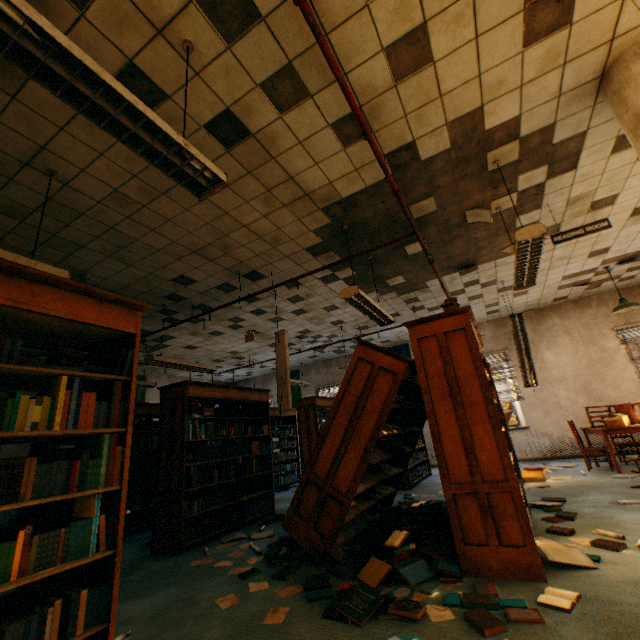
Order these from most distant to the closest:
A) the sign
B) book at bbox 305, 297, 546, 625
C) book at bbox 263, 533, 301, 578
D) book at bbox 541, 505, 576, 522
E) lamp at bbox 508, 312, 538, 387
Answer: lamp at bbox 508, 312, 538, 387
the sign
book at bbox 541, 505, 576, 522
book at bbox 263, 533, 301, 578
book at bbox 305, 297, 546, 625

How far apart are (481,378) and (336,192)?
2.69m

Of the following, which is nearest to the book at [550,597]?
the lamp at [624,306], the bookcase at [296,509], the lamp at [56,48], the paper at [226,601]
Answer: the bookcase at [296,509]

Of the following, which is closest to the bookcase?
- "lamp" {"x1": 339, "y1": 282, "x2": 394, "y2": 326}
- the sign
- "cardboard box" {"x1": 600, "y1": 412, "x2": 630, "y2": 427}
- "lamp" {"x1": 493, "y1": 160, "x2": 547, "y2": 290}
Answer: "lamp" {"x1": 339, "y1": 282, "x2": 394, "y2": 326}

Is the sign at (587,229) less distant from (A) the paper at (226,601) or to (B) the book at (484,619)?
(B) the book at (484,619)

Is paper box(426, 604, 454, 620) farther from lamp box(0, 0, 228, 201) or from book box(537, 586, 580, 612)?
lamp box(0, 0, 228, 201)

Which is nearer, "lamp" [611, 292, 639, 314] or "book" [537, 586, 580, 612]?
"book" [537, 586, 580, 612]

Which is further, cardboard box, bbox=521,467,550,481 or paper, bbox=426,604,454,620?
cardboard box, bbox=521,467,550,481
